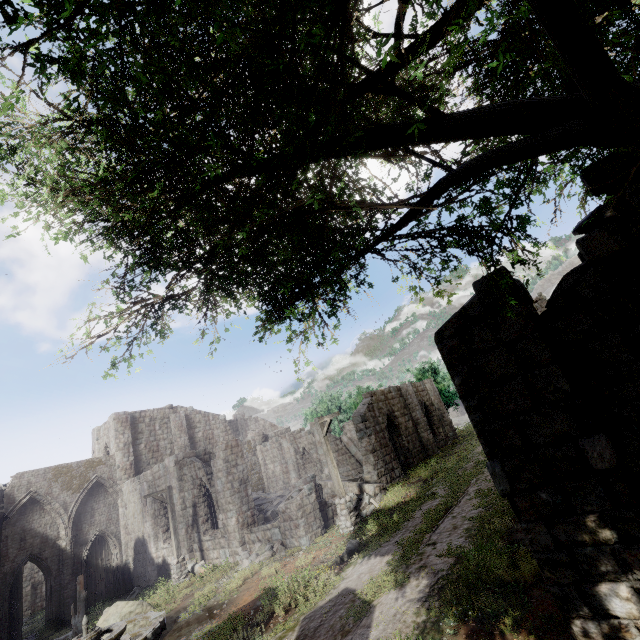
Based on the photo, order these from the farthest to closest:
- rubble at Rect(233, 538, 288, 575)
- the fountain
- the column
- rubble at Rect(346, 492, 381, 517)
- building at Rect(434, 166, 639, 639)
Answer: the column, rubble at Rect(346, 492, 381, 517), rubble at Rect(233, 538, 288, 575), the fountain, building at Rect(434, 166, 639, 639)

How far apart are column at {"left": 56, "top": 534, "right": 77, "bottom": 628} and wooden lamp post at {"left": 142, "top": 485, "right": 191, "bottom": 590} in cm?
1022

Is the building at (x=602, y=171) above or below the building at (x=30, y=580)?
above

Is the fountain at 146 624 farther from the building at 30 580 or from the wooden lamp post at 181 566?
the building at 30 580

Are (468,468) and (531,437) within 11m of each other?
no

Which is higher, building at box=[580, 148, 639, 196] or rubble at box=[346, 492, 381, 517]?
building at box=[580, 148, 639, 196]

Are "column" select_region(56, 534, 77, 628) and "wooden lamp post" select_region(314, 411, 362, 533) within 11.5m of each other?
no

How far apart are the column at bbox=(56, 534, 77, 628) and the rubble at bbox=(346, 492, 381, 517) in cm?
1937
